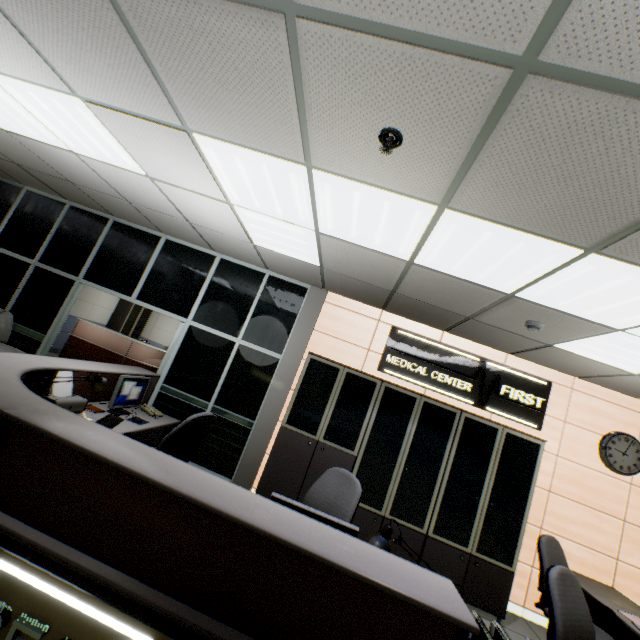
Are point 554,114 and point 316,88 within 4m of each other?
yes

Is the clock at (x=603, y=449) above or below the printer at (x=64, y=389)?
above

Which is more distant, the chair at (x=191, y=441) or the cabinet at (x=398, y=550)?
the cabinet at (x=398, y=550)

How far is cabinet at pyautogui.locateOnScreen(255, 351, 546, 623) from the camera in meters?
3.9 m

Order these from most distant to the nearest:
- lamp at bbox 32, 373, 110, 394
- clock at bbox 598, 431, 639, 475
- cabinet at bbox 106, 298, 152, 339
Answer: cabinet at bbox 106, 298, 152, 339 < clock at bbox 598, 431, 639, 475 < lamp at bbox 32, 373, 110, 394

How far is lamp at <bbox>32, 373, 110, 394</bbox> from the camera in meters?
2.5

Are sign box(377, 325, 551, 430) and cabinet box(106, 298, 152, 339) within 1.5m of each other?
no
